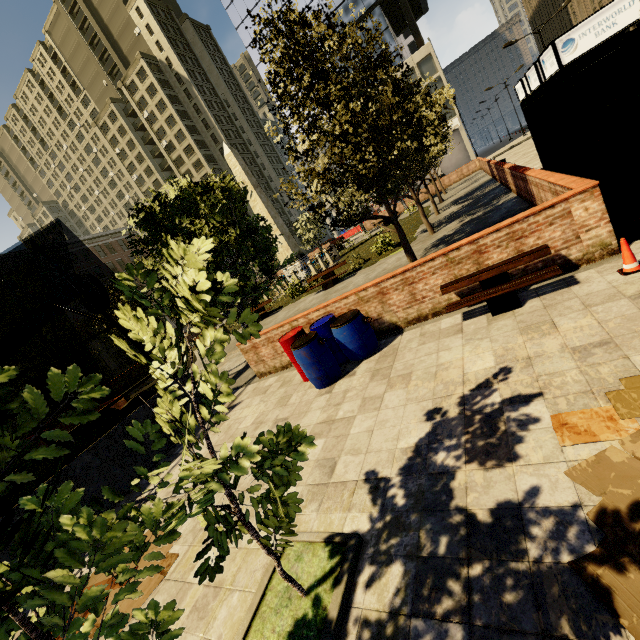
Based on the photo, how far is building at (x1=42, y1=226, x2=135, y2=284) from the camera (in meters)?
44.67

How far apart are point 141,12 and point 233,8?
22.2m

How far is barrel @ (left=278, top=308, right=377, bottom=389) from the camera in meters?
6.3

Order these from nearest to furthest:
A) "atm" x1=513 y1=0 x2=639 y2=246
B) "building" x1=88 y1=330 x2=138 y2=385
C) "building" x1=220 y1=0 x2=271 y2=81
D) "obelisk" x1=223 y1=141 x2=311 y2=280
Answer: "atm" x1=513 y1=0 x2=639 y2=246, "obelisk" x1=223 y1=141 x2=311 y2=280, "building" x1=88 y1=330 x2=138 y2=385, "building" x1=220 y1=0 x2=271 y2=81

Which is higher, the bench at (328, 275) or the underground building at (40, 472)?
the underground building at (40, 472)

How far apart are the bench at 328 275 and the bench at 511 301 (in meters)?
10.50

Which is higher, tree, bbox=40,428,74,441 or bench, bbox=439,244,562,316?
tree, bbox=40,428,74,441

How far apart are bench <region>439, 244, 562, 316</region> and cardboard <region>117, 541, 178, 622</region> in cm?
558
